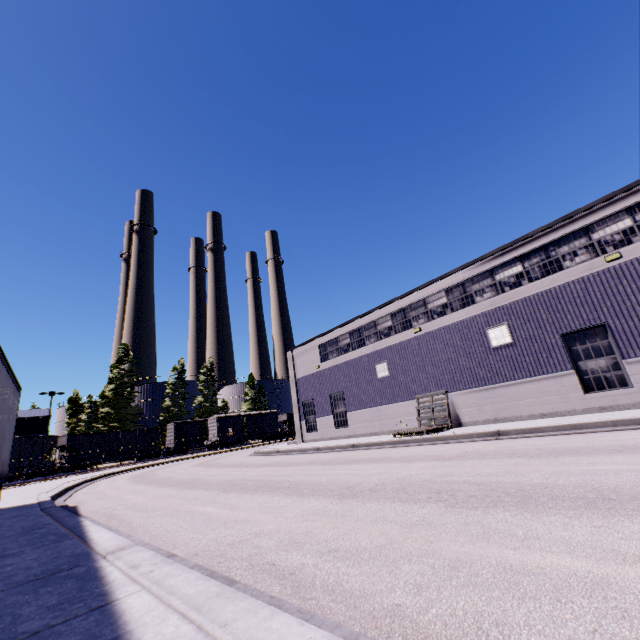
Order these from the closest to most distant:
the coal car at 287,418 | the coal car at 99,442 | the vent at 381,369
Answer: the vent at 381,369 → the coal car at 99,442 → the coal car at 287,418

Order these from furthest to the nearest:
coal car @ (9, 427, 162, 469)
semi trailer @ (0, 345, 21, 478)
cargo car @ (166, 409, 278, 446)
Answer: cargo car @ (166, 409, 278, 446) → coal car @ (9, 427, 162, 469) → semi trailer @ (0, 345, 21, 478)

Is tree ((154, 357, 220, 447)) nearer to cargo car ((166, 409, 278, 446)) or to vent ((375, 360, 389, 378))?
cargo car ((166, 409, 278, 446))

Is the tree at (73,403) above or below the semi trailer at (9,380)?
above

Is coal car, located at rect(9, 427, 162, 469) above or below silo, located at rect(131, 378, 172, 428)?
below

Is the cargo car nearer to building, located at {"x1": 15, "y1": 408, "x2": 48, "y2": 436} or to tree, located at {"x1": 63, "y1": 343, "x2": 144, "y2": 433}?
tree, located at {"x1": 63, "y1": 343, "x2": 144, "y2": 433}

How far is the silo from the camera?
57.4m

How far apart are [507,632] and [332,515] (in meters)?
3.17
